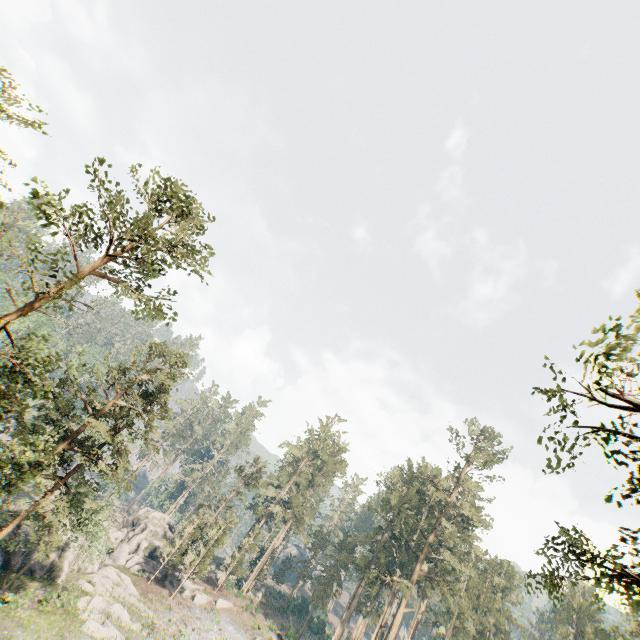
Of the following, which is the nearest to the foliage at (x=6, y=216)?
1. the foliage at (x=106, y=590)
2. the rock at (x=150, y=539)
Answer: the foliage at (x=106, y=590)

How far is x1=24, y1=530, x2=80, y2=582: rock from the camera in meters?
30.3

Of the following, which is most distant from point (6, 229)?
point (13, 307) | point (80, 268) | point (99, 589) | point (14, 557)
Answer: point (80, 268)

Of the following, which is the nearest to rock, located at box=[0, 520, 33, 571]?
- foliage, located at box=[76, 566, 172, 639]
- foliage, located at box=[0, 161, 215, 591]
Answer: foliage, located at box=[76, 566, 172, 639]

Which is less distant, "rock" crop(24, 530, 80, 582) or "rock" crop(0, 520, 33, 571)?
"rock" crop(0, 520, 33, 571)

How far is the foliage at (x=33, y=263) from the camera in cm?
1385

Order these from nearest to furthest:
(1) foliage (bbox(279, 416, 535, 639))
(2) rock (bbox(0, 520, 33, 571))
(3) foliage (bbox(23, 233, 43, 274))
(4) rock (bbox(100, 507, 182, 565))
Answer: (3) foliage (bbox(23, 233, 43, 274)), (2) rock (bbox(0, 520, 33, 571)), (1) foliage (bbox(279, 416, 535, 639)), (4) rock (bbox(100, 507, 182, 565))

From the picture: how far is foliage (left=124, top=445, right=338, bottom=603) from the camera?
39.6m
